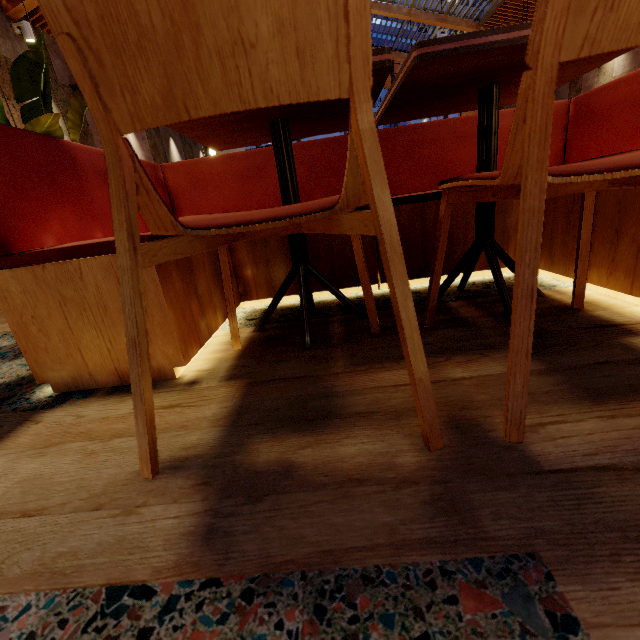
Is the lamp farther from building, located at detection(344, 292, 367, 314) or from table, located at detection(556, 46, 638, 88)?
table, located at detection(556, 46, 638, 88)

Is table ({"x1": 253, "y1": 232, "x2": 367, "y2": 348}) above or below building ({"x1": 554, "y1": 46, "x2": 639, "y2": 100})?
below

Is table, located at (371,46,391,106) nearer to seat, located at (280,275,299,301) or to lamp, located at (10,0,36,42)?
seat, located at (280,275,299,301)

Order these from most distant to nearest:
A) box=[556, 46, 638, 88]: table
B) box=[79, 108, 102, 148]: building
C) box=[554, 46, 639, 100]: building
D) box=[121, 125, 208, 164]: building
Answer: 1. box=[121, 125, 208, 164]: building
2. box=[554, 46, 639, 100]: building
3. box=[79, 108, 102, 148]: building
4. box=[556, 46, 638, 88]: table

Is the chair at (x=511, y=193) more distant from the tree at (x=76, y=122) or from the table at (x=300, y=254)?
the tree at (x=76, y=122)

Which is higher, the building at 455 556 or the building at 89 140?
the building at 89 140

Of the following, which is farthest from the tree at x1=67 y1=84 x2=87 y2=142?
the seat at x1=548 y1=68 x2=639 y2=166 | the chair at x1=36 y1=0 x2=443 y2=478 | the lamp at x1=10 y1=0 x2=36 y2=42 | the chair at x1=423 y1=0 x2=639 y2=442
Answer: the lamp at x1=10 y1=0 x2=36 y2=42

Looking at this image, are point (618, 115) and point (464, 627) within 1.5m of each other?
no
